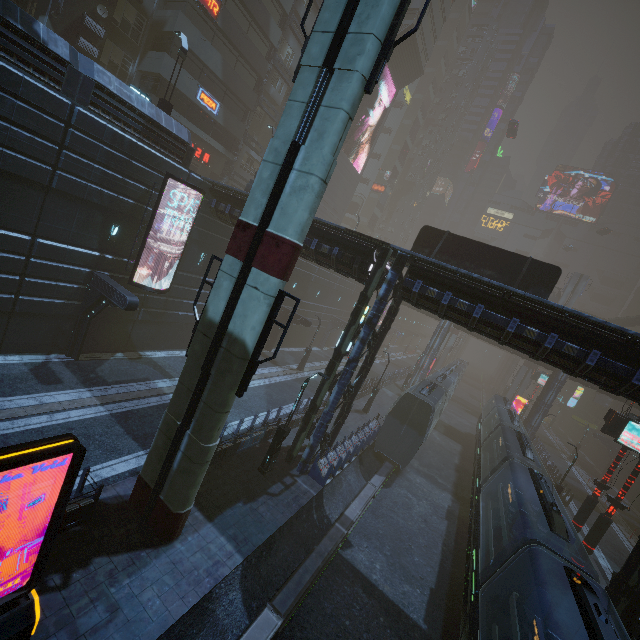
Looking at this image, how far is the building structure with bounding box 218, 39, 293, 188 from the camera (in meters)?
31.89

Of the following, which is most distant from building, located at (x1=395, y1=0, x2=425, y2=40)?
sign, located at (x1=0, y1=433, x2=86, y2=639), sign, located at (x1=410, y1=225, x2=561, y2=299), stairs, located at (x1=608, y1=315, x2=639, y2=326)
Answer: stairs, located at (x1=608, y1=315, x2=639, y2=326)

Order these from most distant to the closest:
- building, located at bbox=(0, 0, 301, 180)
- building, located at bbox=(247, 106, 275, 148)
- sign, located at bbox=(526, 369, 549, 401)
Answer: sign, located at bbox=(526, 369, 549, 401) < building, located at bbox=(247, 106, 275, 148) < building, located at bbox=(0, 0, 301, 180)

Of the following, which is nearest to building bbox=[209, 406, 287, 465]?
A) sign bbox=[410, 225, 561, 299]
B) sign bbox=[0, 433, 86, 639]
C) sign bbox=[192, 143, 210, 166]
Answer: sign bbox=[192, 143, 210, 166]

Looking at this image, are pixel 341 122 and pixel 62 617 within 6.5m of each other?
no

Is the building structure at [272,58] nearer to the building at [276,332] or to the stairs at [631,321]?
the building at [276,332]

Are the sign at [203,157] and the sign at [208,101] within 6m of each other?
yes

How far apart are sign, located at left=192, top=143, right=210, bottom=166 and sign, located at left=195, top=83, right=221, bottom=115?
3.7m
